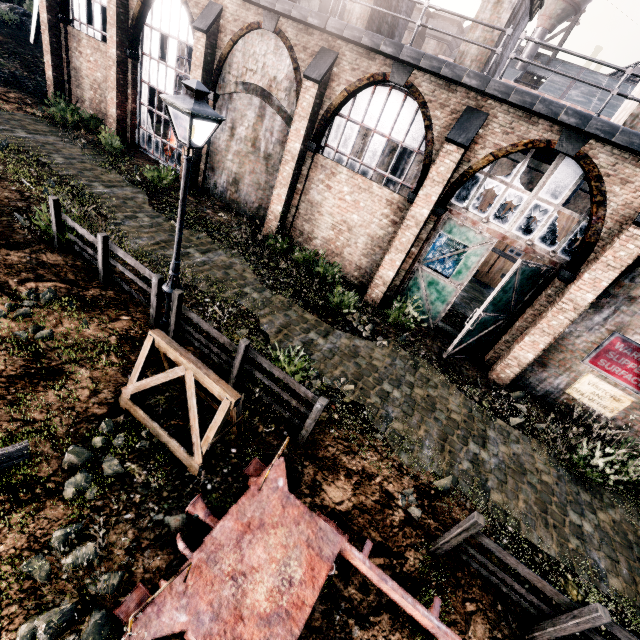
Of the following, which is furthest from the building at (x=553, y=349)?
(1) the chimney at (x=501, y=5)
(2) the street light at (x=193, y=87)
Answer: (2) the street light at (x=193, y=87)

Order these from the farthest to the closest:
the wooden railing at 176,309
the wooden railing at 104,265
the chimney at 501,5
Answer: the chimney at 501,5 → the wooden railing at 104,265 → the wooden railing at 176,309

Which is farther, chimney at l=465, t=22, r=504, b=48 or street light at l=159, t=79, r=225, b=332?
chimney at l=465, t=22, r=504, b=48

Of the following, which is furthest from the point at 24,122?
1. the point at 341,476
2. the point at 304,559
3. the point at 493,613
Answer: the point at 493,613

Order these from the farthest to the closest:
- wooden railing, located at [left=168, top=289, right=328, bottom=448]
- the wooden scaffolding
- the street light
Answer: wooden railing, located at [left=168, top=289, right=328, bottom=448]
the street light
the wooden scaffolding

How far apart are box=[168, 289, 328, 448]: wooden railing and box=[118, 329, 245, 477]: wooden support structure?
0.70m

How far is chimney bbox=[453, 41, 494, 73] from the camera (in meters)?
12.50

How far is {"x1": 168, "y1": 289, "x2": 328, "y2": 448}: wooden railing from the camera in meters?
6.8 m
